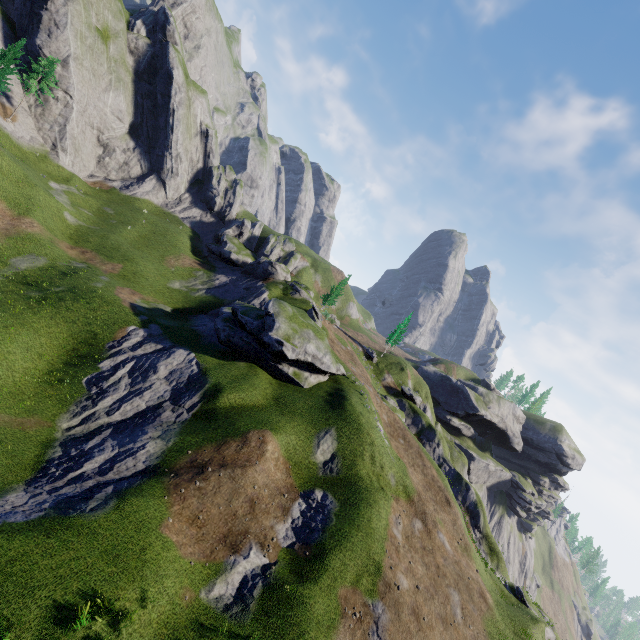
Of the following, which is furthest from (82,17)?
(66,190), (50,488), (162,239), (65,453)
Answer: (50,488)
